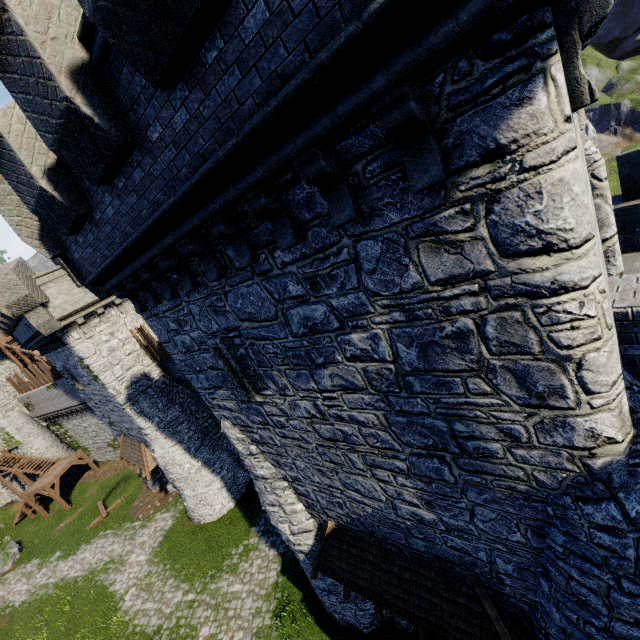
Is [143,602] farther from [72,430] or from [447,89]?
[447,89]

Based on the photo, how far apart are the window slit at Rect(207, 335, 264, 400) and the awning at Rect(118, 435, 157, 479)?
15.5 meters

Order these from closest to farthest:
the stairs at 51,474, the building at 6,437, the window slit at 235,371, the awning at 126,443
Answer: the window slit at 235,371, the awning at 126,443, the stairs at 51,474, the building at 6,437

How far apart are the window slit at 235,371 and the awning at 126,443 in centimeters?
1546cm

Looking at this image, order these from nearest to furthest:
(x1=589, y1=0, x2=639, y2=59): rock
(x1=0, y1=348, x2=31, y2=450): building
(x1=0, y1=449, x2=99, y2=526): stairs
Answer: (x1=0, y1=449, x2=99, y2=526): stairs, (x1=0, y1=348, x2=31, y2=450): building, (x1=589, y1=0, x2=639, y2=59): rock

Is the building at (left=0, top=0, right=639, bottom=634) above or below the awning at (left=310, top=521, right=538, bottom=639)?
above

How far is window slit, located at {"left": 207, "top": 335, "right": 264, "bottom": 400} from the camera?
7.2m

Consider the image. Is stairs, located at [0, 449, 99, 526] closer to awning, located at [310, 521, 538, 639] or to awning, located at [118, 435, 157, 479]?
awning, located at [118, 435, 157, 479]
